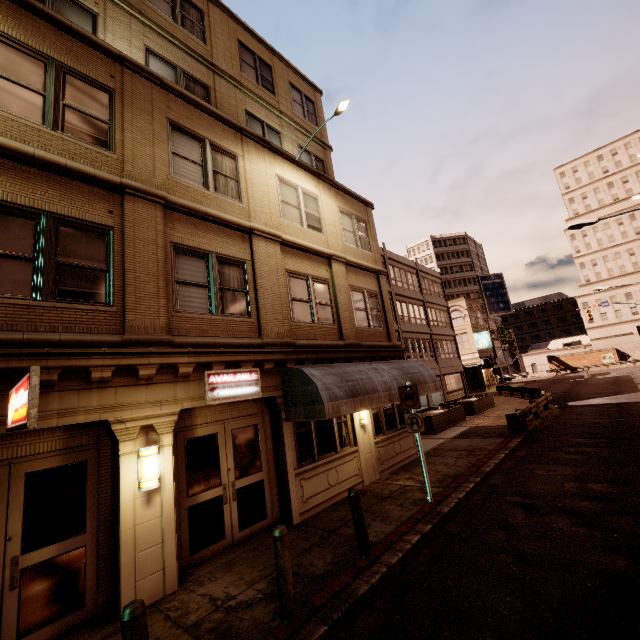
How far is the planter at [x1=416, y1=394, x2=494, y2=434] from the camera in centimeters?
1778cm

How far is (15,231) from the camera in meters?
5.6 m

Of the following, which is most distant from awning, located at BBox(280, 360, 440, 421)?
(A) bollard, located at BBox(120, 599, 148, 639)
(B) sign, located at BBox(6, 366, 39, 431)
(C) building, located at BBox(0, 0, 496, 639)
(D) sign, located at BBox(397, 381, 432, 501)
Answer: (B) sign, located at BBox(6, 366, 39, 431)

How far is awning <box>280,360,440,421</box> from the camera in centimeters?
812cm

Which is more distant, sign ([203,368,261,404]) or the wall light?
sign ([203,368,261,404])

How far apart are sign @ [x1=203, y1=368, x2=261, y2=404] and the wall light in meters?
1.2

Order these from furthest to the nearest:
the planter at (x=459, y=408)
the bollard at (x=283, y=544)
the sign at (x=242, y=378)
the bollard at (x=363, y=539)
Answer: the planter at (x=459, y=408) < the sign at (x=242, y=378) < the bollard at (x=363, y=539) < the bollard at (x=283, y=544)

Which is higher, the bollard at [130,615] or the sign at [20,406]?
the sign at [20,406]
